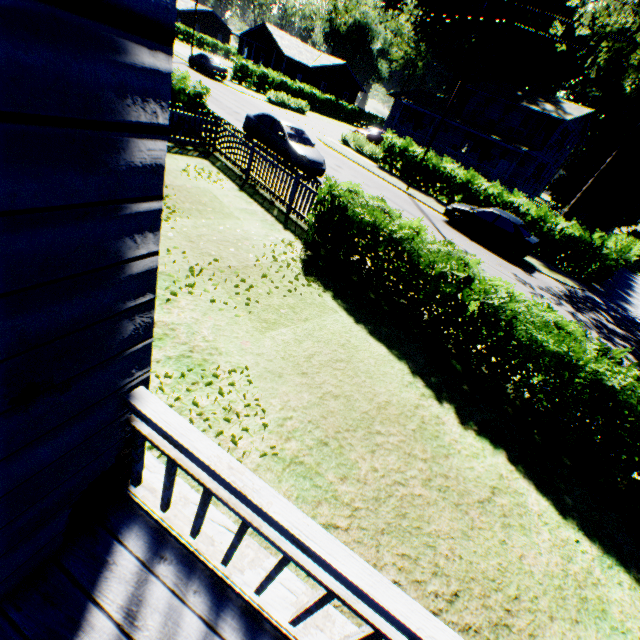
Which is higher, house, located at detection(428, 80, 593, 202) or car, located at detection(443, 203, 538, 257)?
house, located at detection(428, 80, 593, 202)

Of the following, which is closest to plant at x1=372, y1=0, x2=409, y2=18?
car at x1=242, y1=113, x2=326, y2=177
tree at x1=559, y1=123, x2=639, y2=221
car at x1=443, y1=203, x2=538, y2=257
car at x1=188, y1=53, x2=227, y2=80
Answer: car at x1=242, y1=113, x2=326, y2=177

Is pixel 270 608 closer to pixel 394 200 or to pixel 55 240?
pixel 55 240

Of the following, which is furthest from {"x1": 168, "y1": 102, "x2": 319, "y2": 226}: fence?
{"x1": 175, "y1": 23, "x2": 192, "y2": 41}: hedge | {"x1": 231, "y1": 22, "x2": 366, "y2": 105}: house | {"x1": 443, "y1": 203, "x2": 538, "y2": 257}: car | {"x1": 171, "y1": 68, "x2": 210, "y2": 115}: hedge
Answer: {"x1": 175, "y1": 23, "x2": 192, "y2": 41}: hedge

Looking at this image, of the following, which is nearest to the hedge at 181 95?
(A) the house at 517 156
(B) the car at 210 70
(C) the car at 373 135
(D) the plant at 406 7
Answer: (D) the plant at 406 7

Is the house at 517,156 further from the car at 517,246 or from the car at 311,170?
the car at 311,170

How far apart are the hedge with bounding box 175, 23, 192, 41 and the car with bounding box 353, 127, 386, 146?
49.20m

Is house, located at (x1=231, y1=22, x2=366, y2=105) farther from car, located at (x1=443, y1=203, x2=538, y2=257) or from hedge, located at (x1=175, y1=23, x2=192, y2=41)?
car, located at (x1=443, y1=203, x2=538, y2=257)
